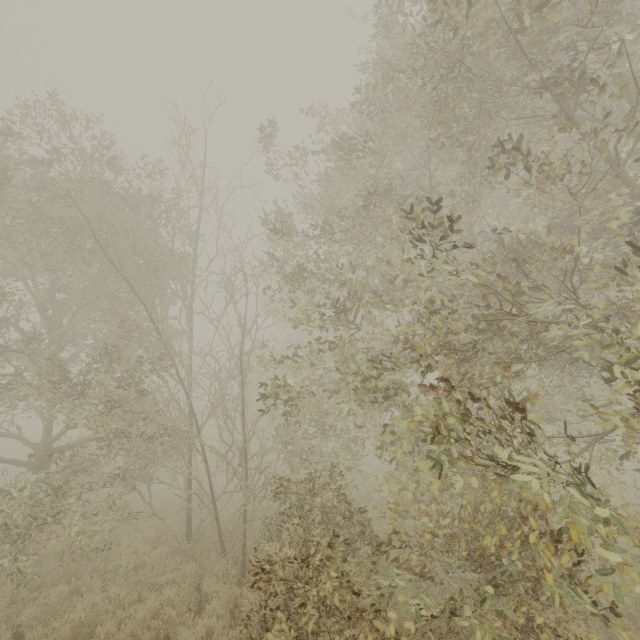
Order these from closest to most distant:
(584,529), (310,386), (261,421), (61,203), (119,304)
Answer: (584,529) → (119,304) → (61,203) → (310,386) → (261,421)
